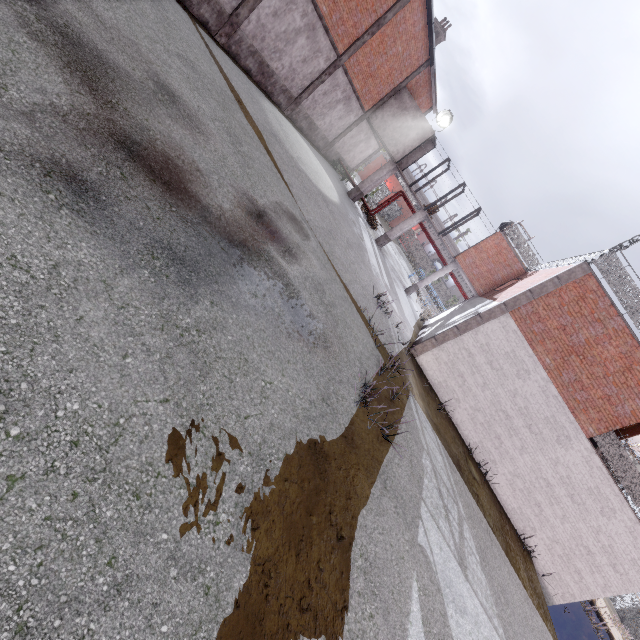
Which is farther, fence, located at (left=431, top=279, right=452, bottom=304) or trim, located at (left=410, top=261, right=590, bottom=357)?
fence, located at (left=431, top=279, right=452, bottom=304)

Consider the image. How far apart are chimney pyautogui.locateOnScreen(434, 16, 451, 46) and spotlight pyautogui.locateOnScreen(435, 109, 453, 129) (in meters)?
5.48

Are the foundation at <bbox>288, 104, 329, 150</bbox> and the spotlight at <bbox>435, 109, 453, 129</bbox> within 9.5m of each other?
yes

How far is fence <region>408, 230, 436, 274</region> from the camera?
59.1m

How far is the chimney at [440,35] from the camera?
22.2 meters

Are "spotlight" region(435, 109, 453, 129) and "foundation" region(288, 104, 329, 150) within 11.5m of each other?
yes

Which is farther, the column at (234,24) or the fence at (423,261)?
the fence at (423,261)

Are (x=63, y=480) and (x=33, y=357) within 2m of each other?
yes
